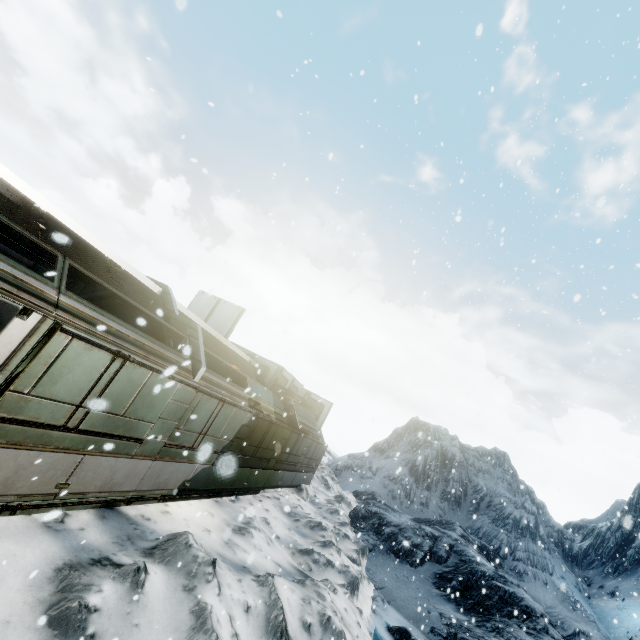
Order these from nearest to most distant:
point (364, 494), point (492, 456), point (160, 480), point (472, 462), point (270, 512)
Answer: point (160, 480) < point (270, 512) < point (364, 494) < point (472, 462) < point (492, 456)
